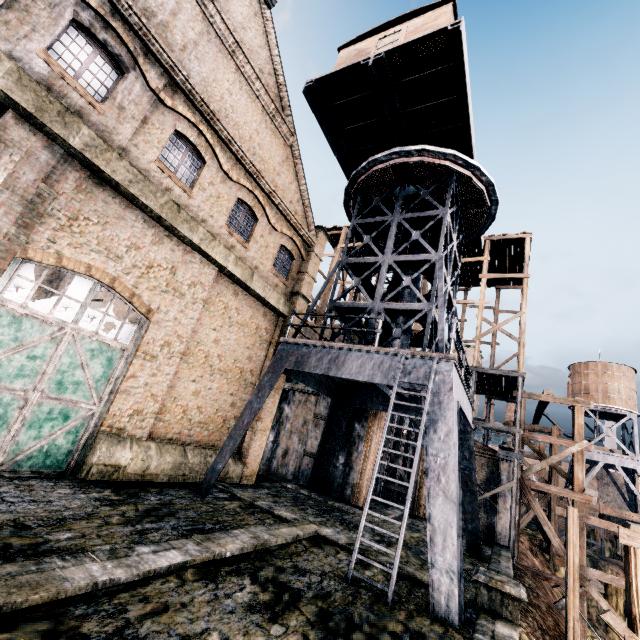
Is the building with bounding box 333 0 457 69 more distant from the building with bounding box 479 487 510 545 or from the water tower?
the water tower

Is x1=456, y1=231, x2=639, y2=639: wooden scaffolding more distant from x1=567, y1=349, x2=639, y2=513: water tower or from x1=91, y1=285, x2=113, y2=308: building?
x1=567, y1=349, x2=639, y2=513: water tower

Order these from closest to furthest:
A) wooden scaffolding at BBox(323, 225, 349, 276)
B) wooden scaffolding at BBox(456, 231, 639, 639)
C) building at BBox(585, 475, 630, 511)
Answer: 1. wooden scaffolding at BBox(456, 231, 639, 639)
2. wooden scaffolding at BBox(323, 225, 349, 276)
3. building at BBox(585, 475, 630, 511)

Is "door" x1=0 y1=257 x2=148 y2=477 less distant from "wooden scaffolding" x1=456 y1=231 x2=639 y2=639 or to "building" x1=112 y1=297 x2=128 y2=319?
"building" x1=112 y1=297 x2=128 y2=319

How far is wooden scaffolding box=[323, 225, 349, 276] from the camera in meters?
30.5

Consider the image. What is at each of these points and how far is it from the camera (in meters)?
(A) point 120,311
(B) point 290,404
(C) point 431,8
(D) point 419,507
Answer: (A) building, 28.64
(B) building, 24.50
(C) building, 13.72
(D) building, 21.97

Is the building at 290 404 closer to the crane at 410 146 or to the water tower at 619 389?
the crane at 410 146

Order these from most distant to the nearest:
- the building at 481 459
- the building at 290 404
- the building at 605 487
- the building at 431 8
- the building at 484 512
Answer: the building at 605 487
the building at 481 459
the building at 484 512
the building at 290 404
the building at 431 8
